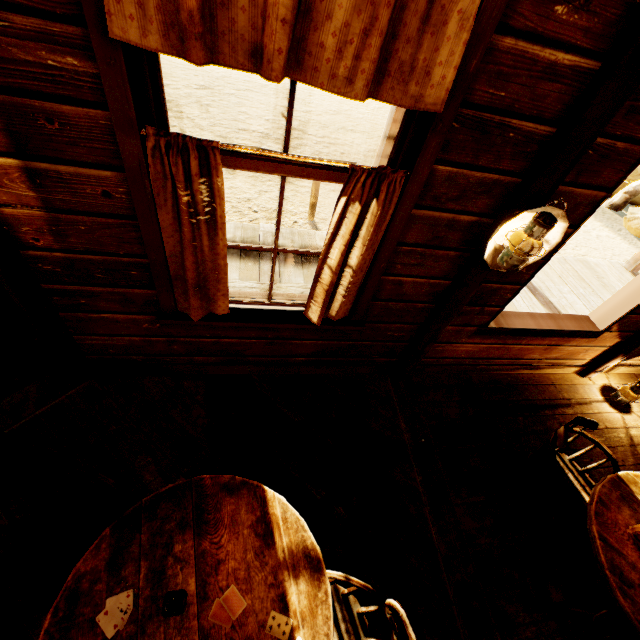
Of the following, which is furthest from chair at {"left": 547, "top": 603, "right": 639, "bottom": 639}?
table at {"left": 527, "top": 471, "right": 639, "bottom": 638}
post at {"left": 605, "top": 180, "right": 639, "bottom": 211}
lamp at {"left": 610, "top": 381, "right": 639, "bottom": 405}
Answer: post at {"left": 605, "top": 180, "right": 639, "bottom": 211}

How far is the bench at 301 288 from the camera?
3.0 meters

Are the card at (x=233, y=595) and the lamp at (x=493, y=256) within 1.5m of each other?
no

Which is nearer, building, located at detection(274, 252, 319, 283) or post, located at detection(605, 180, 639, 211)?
building, located at detection(274, 252, 319, 283)

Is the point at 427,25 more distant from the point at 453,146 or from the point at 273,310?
the point at 273,310

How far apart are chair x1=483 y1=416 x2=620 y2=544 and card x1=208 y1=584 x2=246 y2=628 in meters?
2.0

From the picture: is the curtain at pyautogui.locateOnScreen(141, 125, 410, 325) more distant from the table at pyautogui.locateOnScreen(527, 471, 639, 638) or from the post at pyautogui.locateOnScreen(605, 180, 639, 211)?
the post at pyautogui.locateOnScreen(605, 180, 639, 211)

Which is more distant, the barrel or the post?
the post
